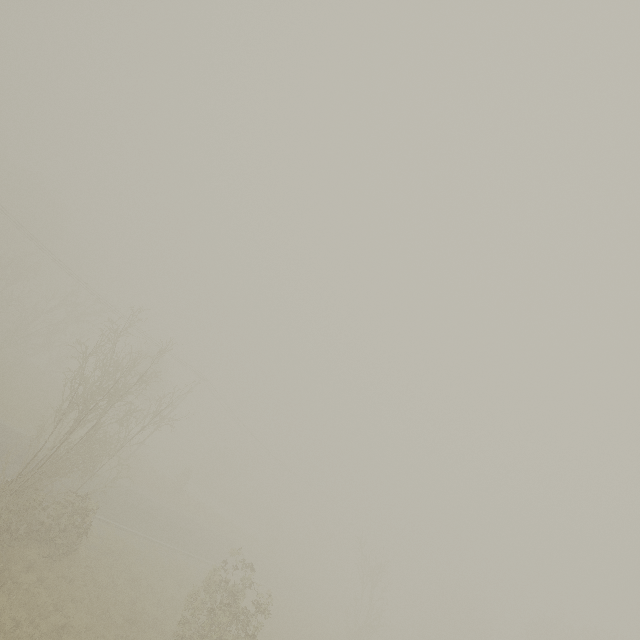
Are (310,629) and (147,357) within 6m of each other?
no
